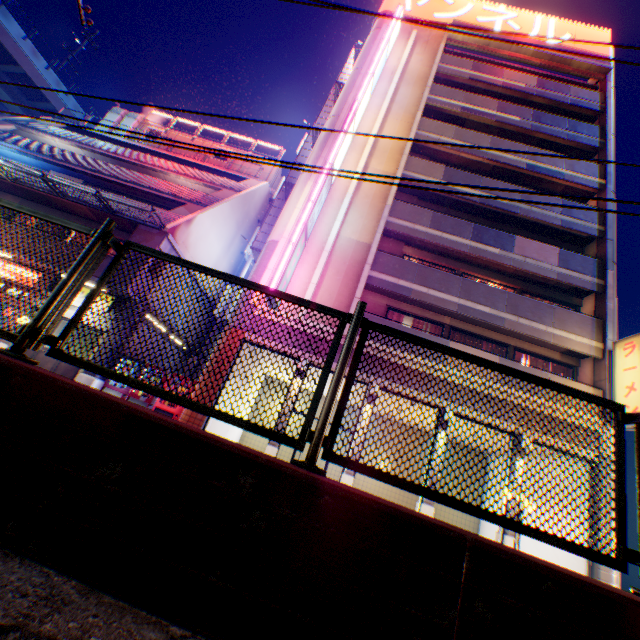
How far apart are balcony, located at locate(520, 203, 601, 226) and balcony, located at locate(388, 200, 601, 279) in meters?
2.0

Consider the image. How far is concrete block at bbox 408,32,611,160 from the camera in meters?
17.8

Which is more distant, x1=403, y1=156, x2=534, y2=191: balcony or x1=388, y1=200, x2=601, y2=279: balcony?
x1=403, y1=156, x2=534, y2=191: balcony

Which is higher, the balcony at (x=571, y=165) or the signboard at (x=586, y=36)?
the signboard at (x=586, y=36)

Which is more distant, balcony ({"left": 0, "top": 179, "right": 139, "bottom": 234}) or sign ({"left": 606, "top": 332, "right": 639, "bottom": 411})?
balcony ({"left": 0, "top": 179, "right": 139, "bottom": 234})

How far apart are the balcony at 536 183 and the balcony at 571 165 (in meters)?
0.60

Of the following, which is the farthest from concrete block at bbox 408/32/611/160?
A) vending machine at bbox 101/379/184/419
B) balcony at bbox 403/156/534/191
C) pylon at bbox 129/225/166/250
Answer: pylon at bbox 129/225/166/250

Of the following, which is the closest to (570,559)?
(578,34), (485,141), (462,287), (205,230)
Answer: (462,287)
